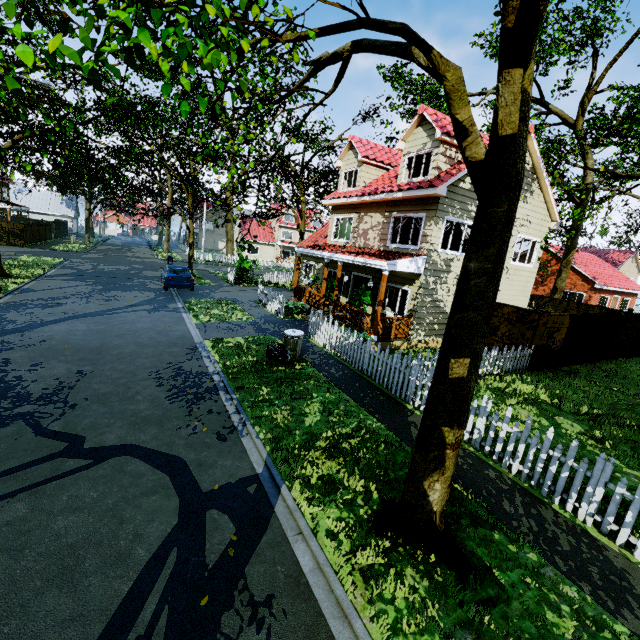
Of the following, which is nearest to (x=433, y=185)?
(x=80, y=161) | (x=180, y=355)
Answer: (x=180, y=355)

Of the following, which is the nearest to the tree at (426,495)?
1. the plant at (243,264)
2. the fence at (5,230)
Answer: the fence at (5,230)

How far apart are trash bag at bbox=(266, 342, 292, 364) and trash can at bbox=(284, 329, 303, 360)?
0.0 meters

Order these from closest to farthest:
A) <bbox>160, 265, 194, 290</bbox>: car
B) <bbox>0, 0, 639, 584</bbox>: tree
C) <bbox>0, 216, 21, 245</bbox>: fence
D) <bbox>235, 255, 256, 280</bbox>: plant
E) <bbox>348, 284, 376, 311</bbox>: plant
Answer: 1. <bbox>0, 0, 639, 584</bbox>: tree
2. <bbox>348, 284, 376, 311</bbox>: plant
3. <bbox>160, 265, 194, 290</bbox>: car
4. <bbox>235, 255, 256, 280</bbox>: plant
5. <bbox>0, 216, 21, 245</bbox>: fence

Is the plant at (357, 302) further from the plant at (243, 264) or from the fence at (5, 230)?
the plant at (243, 264)

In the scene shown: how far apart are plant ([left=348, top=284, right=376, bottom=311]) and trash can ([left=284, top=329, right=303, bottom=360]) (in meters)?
3.77

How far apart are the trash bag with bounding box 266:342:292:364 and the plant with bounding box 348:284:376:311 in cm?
419

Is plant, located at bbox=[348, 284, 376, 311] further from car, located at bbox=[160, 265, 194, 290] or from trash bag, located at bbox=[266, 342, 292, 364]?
car, located at bbox=[160, 265, 194, 290]
